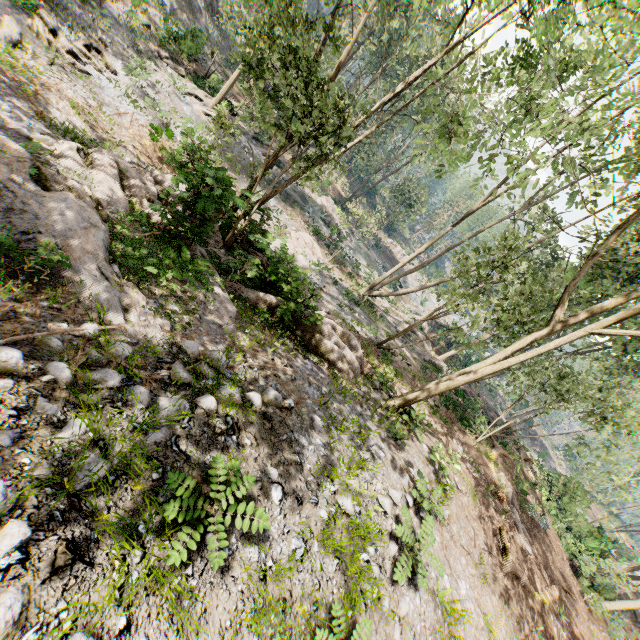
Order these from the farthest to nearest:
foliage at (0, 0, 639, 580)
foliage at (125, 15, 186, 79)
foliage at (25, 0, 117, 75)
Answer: foliage at (125, 15, 186, 79) < foliage at (25, 0, 117, 75) < foliage at (0, 0, 639, 580)

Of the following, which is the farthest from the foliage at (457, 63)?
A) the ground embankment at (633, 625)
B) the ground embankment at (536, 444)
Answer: the ground embankment at (633, 625)

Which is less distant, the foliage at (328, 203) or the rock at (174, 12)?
the rock at (174, 12)

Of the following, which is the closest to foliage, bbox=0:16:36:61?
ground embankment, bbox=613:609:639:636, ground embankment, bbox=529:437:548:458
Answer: ground embankment, bbox=529:437:548:458

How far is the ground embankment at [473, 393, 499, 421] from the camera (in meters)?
21.32

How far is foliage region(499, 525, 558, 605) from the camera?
12.0 meters

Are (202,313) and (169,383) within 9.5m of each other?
yes
